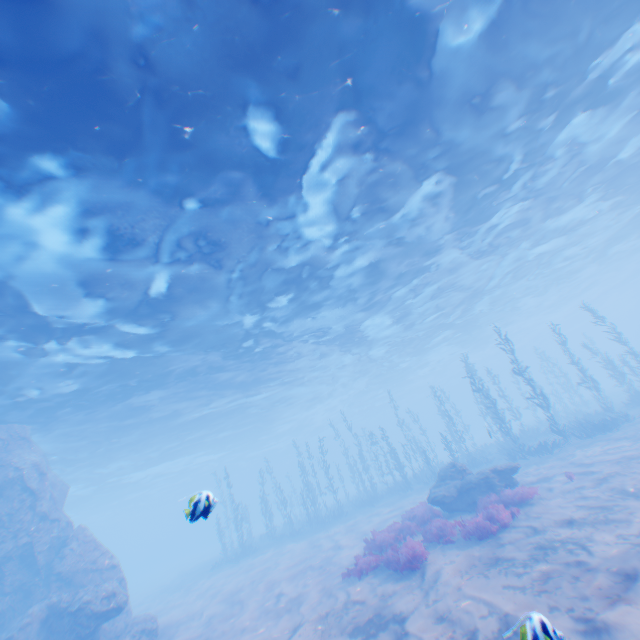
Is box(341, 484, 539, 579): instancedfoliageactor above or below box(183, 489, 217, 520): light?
below

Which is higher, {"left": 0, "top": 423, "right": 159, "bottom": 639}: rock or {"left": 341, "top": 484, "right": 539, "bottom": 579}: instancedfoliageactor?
{"left": 0, "top": 423, "right": 159, "bottom": 639}: rock

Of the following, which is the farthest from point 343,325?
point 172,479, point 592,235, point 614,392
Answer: point 172,479

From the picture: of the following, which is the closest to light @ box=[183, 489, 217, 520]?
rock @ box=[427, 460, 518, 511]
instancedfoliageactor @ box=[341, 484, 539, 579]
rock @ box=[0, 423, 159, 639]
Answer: rock @ box=[0, 423, 159, 639]

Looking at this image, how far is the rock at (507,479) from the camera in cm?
1392

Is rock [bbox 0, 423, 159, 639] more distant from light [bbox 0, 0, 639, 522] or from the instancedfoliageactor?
the instancedfoliageactor

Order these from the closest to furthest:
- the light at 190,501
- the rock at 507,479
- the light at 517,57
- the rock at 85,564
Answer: the light at 190,501 → the light at 517,57 → the rock at 85,564 → the rock at 507,479
